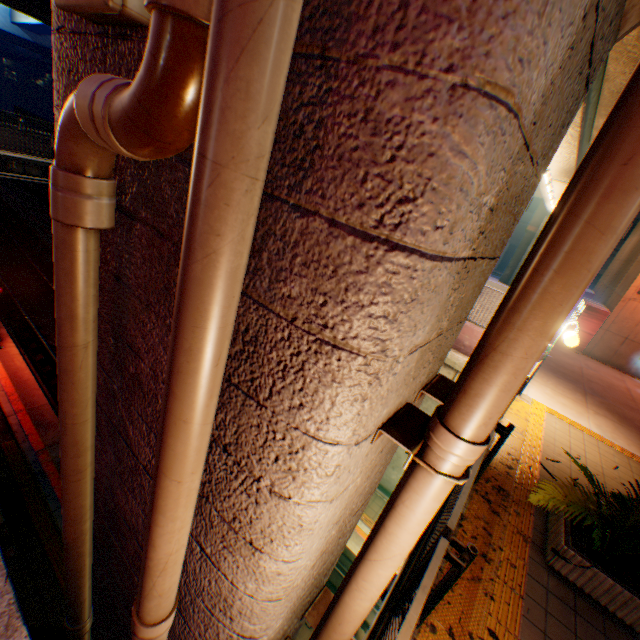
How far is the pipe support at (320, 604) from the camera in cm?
283

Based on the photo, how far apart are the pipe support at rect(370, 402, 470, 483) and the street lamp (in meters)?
7.68

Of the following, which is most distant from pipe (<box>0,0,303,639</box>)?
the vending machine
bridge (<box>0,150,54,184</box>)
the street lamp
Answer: bridge (<box>0,150,54,184</box>)

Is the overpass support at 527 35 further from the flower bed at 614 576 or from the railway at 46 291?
the flower bed at 614 576

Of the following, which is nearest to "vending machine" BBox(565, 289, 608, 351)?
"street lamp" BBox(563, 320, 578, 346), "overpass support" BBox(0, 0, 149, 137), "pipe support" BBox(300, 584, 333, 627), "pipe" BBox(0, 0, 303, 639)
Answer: "overpass support" BBox(0, 0, 149, 137)

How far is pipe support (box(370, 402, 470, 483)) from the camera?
1.4m

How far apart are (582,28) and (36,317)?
22.7m

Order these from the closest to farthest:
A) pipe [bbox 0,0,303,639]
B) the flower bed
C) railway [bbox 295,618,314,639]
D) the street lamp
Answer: pipe [bbox 0,0,303,639] < the flower bed < the street lamp < railway [bbox 295,618,314,639]
